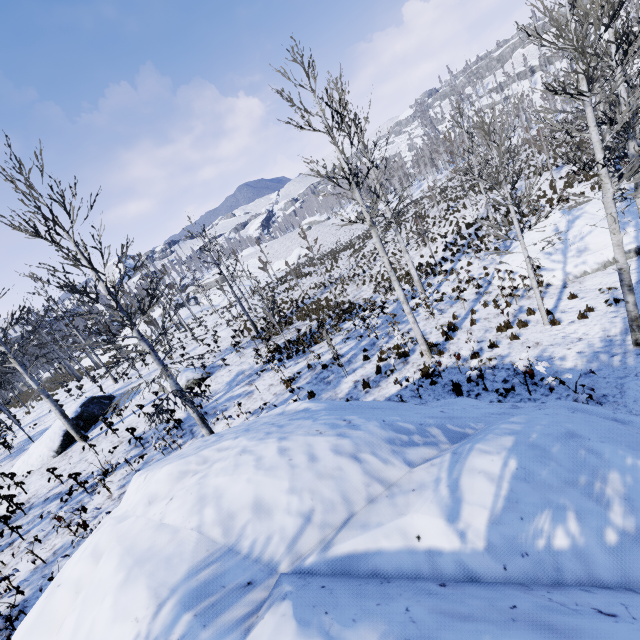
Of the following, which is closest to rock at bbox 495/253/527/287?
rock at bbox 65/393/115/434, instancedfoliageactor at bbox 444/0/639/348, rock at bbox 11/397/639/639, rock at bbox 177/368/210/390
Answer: instancedfoliageactor at bbox 444/0/639/348

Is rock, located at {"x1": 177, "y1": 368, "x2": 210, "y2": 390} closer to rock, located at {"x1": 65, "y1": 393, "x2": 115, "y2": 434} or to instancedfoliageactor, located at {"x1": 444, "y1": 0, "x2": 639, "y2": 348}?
instancedfoliageactor, located at {"x1": 444, "y1": 0, "x2": 639, "y2": 348}

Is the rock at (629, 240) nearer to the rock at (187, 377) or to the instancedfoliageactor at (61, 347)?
the instancedfoliageactor at (61, 347)

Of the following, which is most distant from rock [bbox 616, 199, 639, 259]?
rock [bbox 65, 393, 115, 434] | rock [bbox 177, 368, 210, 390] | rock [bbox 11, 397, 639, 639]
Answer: rock [bbox 65, 393, 115, 434]

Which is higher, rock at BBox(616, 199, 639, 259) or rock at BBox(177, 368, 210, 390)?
rock at BBox(177, 368, 210, 390)

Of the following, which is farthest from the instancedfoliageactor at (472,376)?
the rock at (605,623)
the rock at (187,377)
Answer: the rock at (187,377)

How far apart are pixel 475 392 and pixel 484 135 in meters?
7.3

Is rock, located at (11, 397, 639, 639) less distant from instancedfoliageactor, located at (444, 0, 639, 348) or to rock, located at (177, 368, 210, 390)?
instancedfoliageactor, located at (444, 0, 639, 348)
